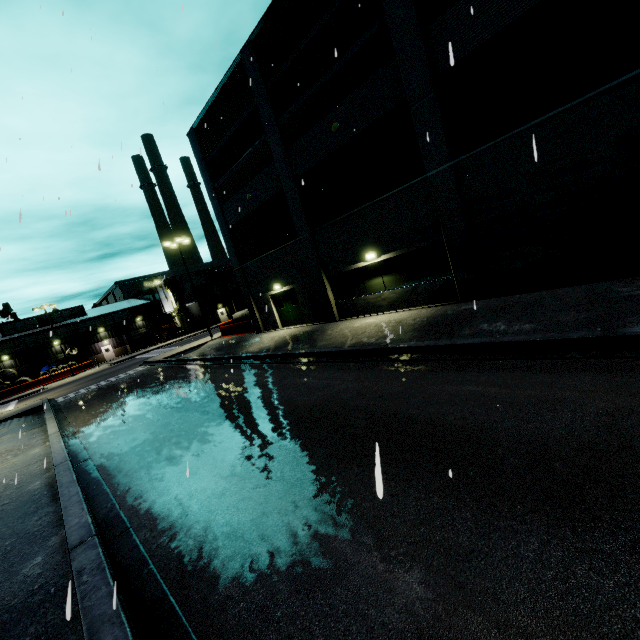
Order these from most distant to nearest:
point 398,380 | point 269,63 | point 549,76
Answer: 1. point 269,63
2. point 549,76
3. point 398,380

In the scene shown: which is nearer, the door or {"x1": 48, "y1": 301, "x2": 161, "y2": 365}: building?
the door

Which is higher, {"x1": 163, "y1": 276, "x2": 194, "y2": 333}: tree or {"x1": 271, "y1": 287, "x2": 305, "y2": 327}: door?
{"x1": 163, "y1": 276, "x2": 194, "y2": 333}: tree

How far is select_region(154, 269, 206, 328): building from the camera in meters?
52.8 m

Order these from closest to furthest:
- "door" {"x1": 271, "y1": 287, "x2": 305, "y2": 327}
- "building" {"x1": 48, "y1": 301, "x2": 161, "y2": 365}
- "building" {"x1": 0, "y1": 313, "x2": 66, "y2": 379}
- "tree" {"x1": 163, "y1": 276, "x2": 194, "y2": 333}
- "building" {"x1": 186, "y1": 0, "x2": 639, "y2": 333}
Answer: "building" {"x1": 186, "y1": 0, "x2": 639, "y2": 333}, "door" {"x1": 271, "y1": 287, "x2": 305, "y2": 327}, "building" {"x1": 0, "y1": 313, "x2": 66, "y2": 379}, "building" {"x1": 48, "y1": 301, "x2": 161, "y2": 365}, "tree" {"x1": 163, "y1": 276, "x2": 194, "y2": 333}

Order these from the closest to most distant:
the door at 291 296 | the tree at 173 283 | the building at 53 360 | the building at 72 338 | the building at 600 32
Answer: the building at 600 32 < the door at 291 296 < the building at 53 360 < the building at 72 338 < the tree at 173 283

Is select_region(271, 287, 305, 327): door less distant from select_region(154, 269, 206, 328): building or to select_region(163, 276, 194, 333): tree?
select_region(154, 269, 206, 328): building

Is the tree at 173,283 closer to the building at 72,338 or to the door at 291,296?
the building at 72,338
